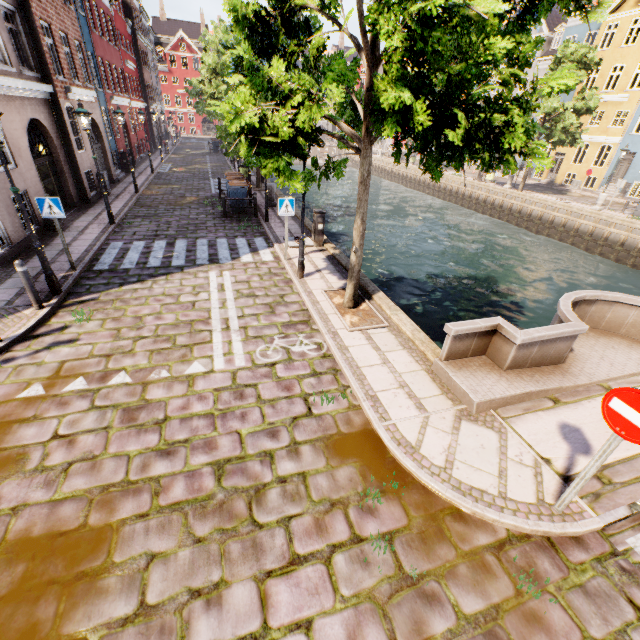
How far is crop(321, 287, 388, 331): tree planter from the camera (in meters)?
7.25

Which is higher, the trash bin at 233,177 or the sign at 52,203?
the sign at 52,203

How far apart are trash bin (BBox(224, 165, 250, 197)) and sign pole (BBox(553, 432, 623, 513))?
16.11m

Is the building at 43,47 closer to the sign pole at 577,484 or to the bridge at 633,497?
the bridge at 633,497

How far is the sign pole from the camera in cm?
328

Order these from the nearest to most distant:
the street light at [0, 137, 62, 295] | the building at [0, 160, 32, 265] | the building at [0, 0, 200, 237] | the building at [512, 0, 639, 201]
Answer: the street light at [0, 137, 62, 295], the building at [0, 160, 32, 265], the building at [0, 0, 200, 237], the building at [512, 0, 639, 201]

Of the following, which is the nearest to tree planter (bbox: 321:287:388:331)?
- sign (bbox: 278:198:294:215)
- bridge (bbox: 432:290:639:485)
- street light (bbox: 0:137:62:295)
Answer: street light (bbox: 0:137:62:295)

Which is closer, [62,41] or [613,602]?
[613,602]
